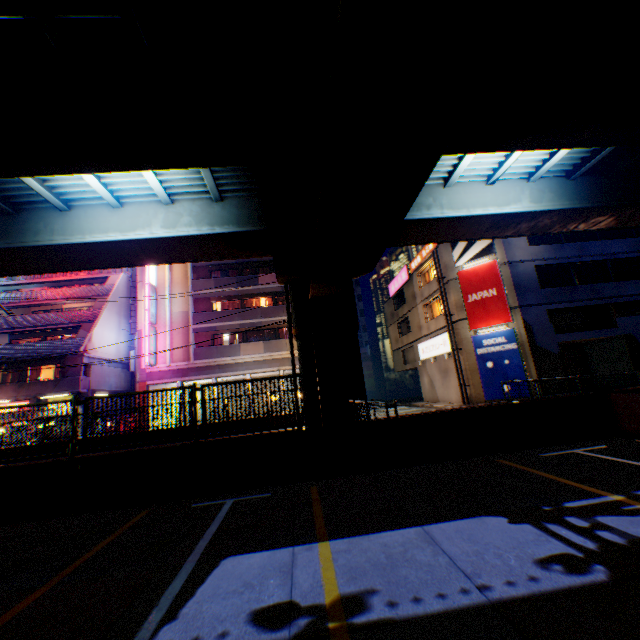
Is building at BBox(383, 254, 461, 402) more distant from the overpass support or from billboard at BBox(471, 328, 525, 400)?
the overpass support

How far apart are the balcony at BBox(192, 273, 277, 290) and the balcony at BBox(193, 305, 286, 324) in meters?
2.0

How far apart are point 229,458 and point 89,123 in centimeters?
754cm

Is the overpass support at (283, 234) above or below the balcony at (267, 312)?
below

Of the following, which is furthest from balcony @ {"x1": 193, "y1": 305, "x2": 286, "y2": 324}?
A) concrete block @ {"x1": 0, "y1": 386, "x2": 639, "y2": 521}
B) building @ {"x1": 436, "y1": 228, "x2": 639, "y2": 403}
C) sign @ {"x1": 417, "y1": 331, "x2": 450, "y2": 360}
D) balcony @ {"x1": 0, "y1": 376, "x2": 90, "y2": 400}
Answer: concrete block @ {"x1": 0, "y1": 386, "x2": 639, "y2": 521}

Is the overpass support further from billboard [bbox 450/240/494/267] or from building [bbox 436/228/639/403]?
billboard [bbox 450/240/494/267]

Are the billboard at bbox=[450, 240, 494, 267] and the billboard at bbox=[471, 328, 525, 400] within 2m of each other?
no

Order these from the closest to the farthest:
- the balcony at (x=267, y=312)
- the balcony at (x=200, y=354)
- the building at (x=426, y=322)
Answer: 1. the building at (x=426, y=322)
2. the balcony at (x=200, y=354)
3. the balcony at (x=267, y=312)
